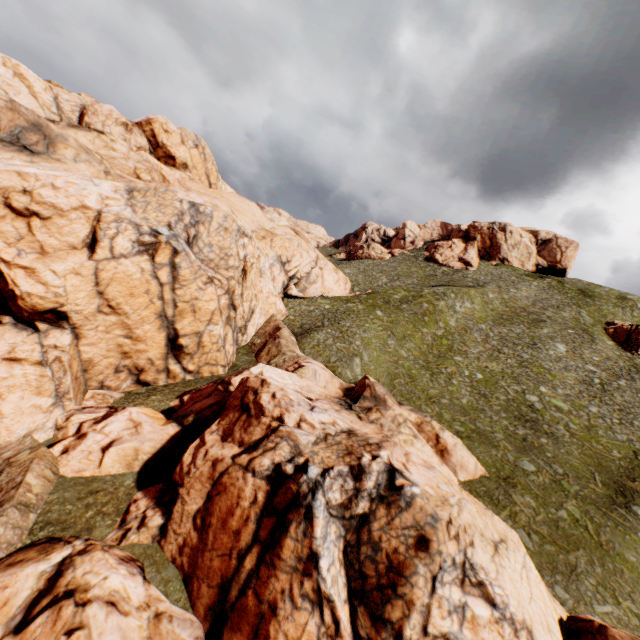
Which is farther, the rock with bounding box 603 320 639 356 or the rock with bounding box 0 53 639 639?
the rock with bounding box 603 320 639 356

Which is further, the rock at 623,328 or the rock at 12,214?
the rock at 623,328

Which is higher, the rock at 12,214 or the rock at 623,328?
the rock at 623,328

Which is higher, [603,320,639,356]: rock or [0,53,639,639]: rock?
[603,320,639,356]: rock

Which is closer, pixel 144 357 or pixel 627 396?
pixel 144 357
